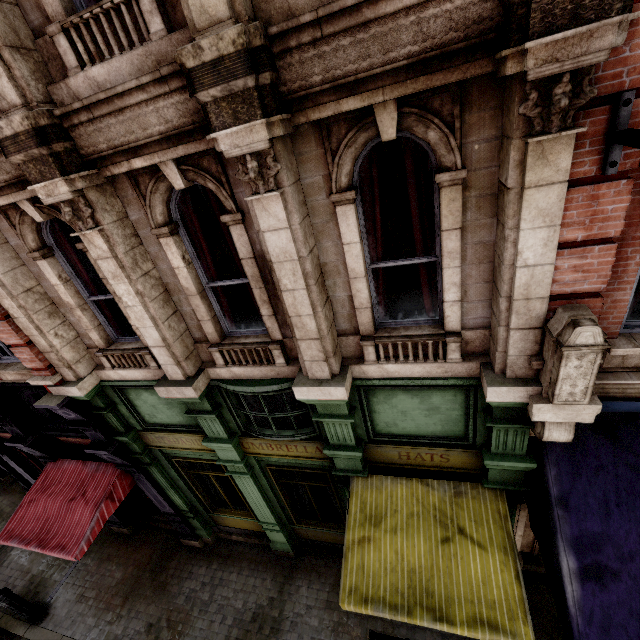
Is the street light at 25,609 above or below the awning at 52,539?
below

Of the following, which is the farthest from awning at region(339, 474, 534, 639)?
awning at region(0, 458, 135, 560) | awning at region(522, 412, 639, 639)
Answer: awning at region(0, 458, 135, 560)

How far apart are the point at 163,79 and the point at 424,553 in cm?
679

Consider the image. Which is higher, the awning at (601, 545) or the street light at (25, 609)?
the awning at (601, 545)

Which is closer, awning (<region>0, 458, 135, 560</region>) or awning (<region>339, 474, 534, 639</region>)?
awning (<region>339, 474, 534, 639</region>)

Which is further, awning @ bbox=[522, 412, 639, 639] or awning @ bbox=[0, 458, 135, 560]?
awning @ bbox=[0, 458, 135, 560]

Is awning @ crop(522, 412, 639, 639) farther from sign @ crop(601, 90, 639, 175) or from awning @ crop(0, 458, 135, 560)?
awning @ crop(0, 458, 135, 560)

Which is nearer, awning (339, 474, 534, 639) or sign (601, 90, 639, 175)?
sign (601, 90, 639, 175)
